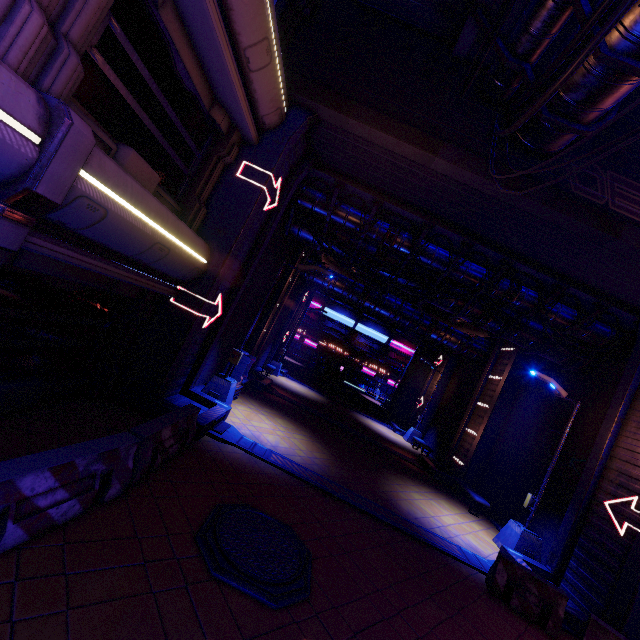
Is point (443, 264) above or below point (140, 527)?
above

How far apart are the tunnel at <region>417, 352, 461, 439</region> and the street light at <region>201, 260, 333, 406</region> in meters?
17.1

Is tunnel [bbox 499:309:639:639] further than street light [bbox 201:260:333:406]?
No

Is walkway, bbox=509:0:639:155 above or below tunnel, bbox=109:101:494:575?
above

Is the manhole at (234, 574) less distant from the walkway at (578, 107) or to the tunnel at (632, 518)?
the tunnel at (632, 518)

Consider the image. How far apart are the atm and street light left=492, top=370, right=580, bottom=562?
10.4 meters

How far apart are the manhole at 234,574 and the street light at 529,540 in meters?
8.5

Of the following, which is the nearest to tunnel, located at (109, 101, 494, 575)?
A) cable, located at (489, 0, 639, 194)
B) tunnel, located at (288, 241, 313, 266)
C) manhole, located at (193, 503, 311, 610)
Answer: manhole, located at (193, 503, 311, 610)
